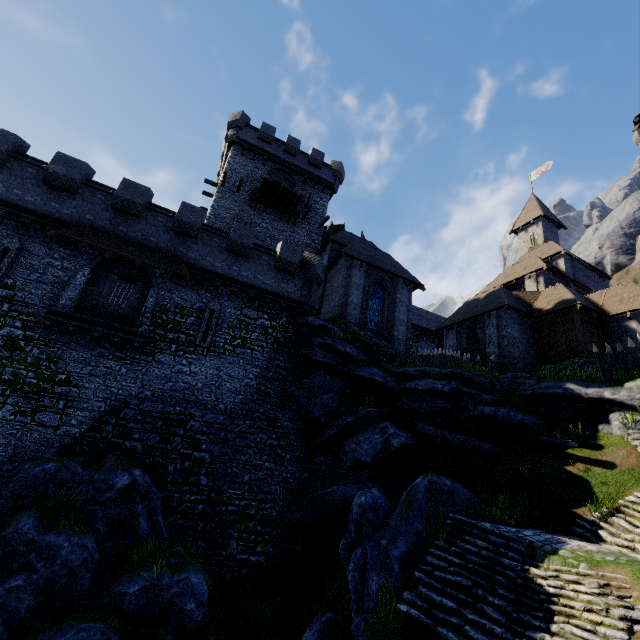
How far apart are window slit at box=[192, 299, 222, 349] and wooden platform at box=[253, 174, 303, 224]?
12.27m

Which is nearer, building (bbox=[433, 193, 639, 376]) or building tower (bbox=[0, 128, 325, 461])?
building tower (bbox=[0, 128, 325, 461])

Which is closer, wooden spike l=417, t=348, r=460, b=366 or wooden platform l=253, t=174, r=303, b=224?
wooden spike l=417, t=348, r=460, b=366

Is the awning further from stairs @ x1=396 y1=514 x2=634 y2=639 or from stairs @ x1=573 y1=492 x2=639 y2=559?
stairs @ x1=573 y1=492 x2=639 y2=559

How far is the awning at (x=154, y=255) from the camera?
15.04m

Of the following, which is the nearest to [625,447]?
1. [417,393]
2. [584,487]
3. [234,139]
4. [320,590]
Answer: [584,487]

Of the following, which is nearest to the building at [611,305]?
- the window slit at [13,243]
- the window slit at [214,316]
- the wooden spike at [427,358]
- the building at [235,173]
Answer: the building at [235,173]

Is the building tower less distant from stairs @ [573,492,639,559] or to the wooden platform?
the wooden platform
